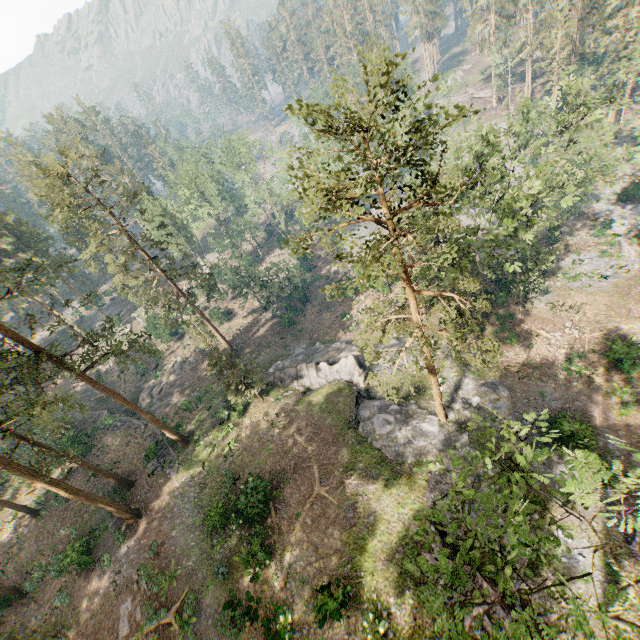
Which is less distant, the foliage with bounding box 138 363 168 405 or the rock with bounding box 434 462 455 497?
the rock with bounding box 434 462 455 497

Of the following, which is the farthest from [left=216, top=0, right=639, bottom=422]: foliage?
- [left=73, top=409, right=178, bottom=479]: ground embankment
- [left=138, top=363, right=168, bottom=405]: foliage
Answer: [left=138, top=363, right=168, bottom=405]: foliage

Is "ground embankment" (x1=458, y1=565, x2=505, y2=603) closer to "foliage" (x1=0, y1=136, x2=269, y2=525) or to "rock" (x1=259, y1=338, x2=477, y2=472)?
"rock" (x1=259, y1=338, x2=477, y2=472)

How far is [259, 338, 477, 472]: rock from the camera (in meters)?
24.45

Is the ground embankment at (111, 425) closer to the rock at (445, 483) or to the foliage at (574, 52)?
the foliage at (574, 52)

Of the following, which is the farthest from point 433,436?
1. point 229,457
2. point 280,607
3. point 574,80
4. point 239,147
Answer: point 574,80

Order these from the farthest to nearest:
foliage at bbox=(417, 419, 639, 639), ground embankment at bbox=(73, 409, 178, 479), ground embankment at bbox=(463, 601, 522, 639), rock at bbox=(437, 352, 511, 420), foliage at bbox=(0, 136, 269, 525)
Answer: ground embankment at bbox=(73, 409, 178, 479) → rock at bbox=(437, 352, 511, 420) → foliage at bbox=(0, 136, 269, 525) → ground embankment at bbox=(463, 601, 522, 639) → foliage at bbox=(417, 419, 639, 639)

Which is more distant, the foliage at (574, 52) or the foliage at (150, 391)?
the foliage at (150, 391)
